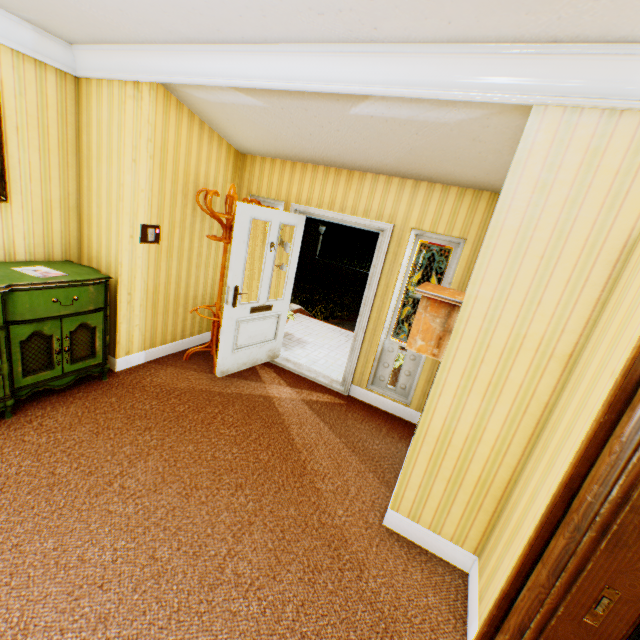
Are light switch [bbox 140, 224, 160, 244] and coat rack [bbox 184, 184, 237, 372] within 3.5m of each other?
yes

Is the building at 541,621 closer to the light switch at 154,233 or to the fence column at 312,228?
the light switch at 154,233

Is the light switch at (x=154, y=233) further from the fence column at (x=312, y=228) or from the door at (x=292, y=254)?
the fence column at (x=312, y=228)

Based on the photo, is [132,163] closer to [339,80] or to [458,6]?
[339,80]

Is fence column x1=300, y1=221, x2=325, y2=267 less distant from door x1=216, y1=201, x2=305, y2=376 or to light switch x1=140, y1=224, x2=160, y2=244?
door x1=216, y1=201, x2=305, y2=376

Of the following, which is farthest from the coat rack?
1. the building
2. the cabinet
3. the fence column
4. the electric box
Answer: the fence column

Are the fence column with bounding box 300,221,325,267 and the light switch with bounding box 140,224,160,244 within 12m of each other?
no

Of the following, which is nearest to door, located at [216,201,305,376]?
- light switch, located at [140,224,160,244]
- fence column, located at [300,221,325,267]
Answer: light switch, located at [140,224,160,244]
